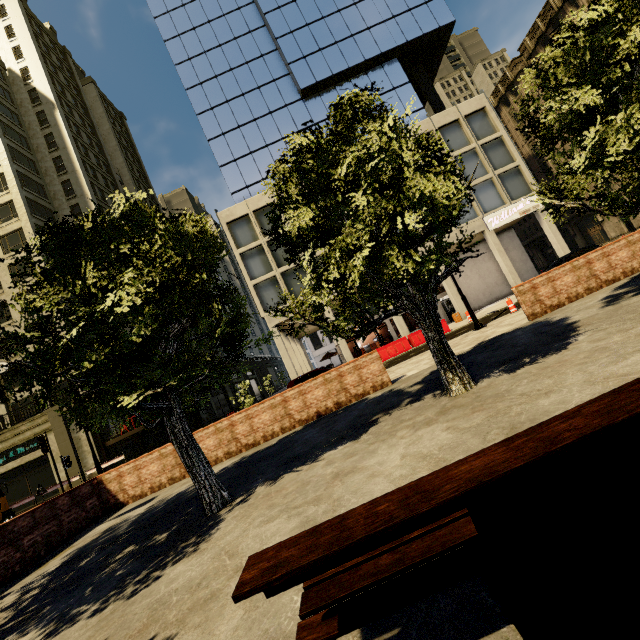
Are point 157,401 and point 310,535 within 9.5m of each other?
yes

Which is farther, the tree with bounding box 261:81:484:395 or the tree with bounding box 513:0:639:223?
the tree with bounding box 513:0:639:223

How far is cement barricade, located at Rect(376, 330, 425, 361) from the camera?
21.0m

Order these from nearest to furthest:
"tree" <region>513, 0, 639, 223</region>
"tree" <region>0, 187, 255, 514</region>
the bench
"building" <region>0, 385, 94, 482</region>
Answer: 1. the bench
2. "tree" <region>0, 187, 255, 514</region>
3. "tree" <region>513, 0, 639, 223</region>
4. "building" <region>0, 385, 94, 482</region>

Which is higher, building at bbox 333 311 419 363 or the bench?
building at bbox 333 311 419 363

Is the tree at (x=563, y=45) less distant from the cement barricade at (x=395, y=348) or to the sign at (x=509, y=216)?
the cement barricade at (x=395, y=348)

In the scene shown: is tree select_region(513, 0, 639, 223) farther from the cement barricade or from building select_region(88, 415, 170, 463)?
the cement barricade

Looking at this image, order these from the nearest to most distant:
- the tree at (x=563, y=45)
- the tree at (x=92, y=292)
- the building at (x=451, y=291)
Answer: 1. the tree at (x=92, y=292)
2. the tree at (x=563, y=45)
3. the building at (x=451, y=291)
